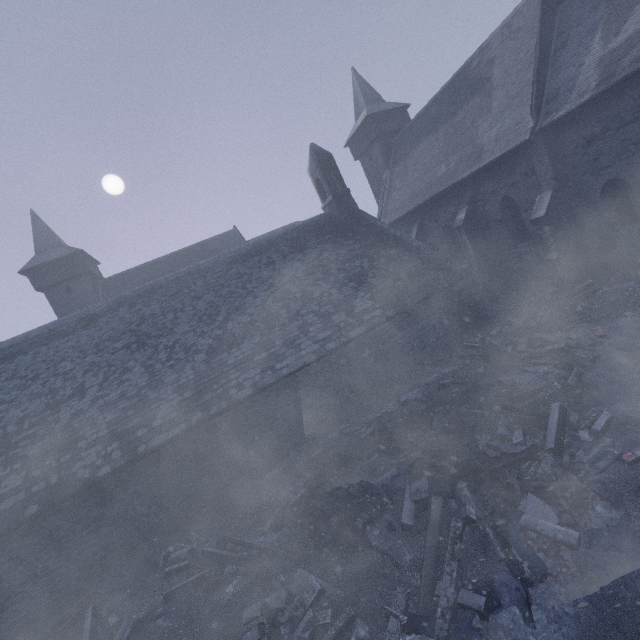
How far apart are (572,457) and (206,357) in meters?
11.6 m

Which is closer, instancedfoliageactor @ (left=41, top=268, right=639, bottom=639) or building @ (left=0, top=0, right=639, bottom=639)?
instancedfoliageactor @ (left=41, top=268, right=639, bottom=639)

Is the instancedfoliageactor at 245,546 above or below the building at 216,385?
below

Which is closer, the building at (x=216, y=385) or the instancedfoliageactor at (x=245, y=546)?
the instancedfoliageactor at (x=245, y=546)

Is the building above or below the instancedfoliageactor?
above
